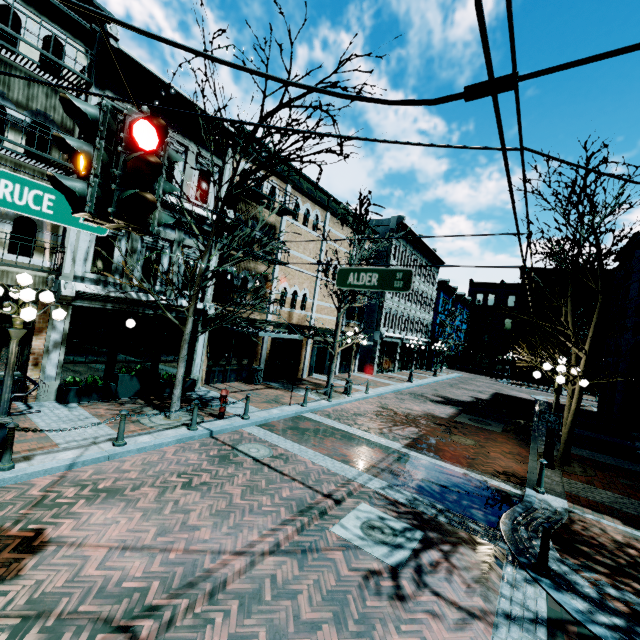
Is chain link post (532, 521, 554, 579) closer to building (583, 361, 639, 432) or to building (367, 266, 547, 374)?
building (583, 361, 639, 432)

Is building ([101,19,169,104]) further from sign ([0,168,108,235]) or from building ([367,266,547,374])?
building ([367,266,547,374])

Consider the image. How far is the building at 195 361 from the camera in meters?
14.0

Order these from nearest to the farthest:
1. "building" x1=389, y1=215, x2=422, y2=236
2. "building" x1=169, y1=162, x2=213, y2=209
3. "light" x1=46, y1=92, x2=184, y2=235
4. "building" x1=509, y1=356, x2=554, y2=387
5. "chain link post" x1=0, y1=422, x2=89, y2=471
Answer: "light" x1=46, y1=92, x2=184, y2=235
"chain link post" x1=0, y1=422, x2=89, y2=471
"building" x1=169, y1=162, x2=213, y2=209
"building" x1=389, y1=215, x2=422, y2=236
"building" x1=509, y1=356, x2=554, y2=387

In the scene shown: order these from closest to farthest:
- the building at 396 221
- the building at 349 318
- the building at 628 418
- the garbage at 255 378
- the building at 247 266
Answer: the building at 247 266 < the garbage at 255 378 < the building at 628 418 < the building at 349 318 < the building at 396 221

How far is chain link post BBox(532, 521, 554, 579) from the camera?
5.4m

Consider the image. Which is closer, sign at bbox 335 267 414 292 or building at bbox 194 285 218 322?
sign at bbox 335 267 414 292

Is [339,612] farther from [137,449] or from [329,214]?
[329,214]
